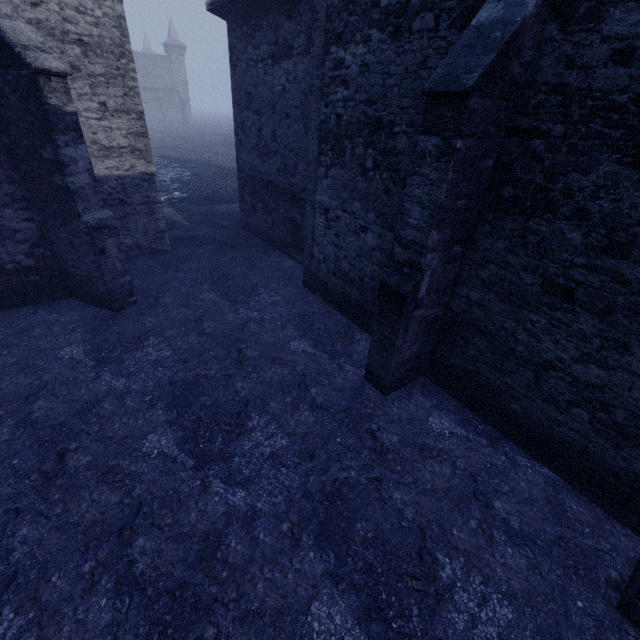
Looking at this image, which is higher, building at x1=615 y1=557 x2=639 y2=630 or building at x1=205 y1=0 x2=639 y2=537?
building at x1=205 y1=0 x2=639 y2=537

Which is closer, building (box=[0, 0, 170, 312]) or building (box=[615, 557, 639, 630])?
building (box=[615, 557, 639, 630])

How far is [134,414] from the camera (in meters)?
5.40

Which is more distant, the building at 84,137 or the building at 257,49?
the building at 84,137
